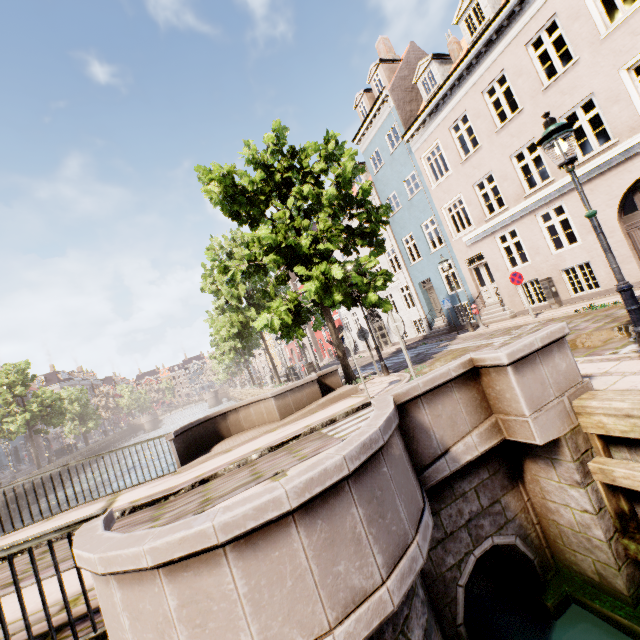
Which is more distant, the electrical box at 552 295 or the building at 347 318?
the building at 347 318

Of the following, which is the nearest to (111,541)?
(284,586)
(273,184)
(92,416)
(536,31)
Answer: (284,586)

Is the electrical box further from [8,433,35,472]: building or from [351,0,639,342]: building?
[8,433,35,472]: building

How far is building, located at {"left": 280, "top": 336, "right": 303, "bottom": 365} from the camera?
46.7 meters

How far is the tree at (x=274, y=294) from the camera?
10.59m

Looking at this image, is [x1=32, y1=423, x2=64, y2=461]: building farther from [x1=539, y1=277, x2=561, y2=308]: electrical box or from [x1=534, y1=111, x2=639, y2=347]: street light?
[x1=539, y1=277, x2=561, y2=308]: electrical box

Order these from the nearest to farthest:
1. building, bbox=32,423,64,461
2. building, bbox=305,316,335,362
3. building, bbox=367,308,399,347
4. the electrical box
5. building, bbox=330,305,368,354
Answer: the electrical box, building, bbox=367,308,399,347, building, bbox=330,305,368,354, building, bbox=305,316,335,362, building, bbox=32,423,64,461

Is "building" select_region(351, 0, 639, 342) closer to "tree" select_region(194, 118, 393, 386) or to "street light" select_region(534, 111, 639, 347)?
"tree" select_region(194, 118, 393, 386)
